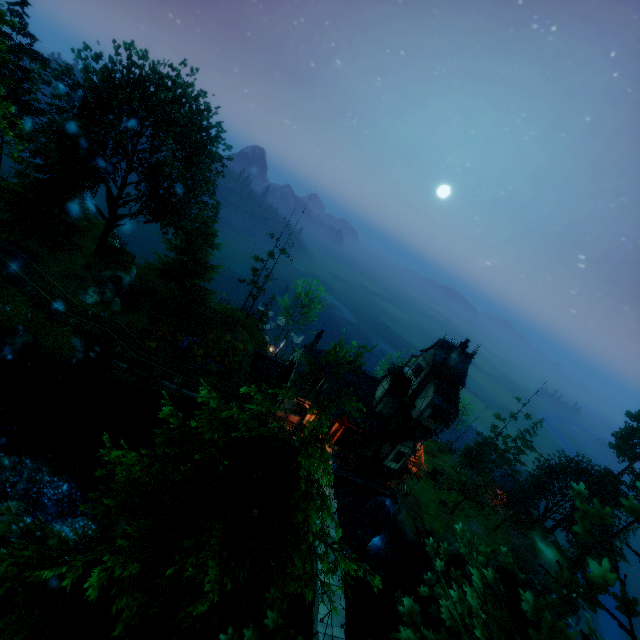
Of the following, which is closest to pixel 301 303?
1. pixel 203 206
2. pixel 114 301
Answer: pixel 203 206

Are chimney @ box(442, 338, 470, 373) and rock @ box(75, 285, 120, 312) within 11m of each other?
no

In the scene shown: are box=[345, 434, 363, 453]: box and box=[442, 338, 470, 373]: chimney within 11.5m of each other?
yes

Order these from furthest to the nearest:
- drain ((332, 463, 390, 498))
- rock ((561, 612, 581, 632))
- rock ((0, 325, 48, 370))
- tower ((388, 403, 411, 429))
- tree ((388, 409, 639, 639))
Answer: rock ((561, 612, 581, 632)) < tower ((388, 403, 411, 429)) < drain ((332, 463, 390, 498)) < rock ((0, 325, 48, 370)) < tree ((388, 409, 639, 639))

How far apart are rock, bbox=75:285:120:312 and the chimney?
31.4m

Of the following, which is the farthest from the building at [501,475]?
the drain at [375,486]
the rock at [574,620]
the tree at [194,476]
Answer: the drain at [375,486]

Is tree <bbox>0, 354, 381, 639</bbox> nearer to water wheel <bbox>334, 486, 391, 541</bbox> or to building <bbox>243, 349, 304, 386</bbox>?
building <bbox>243, 349, 304, 386</bbox>

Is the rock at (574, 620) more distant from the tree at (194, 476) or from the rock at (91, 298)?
the rock at (91, 298)
